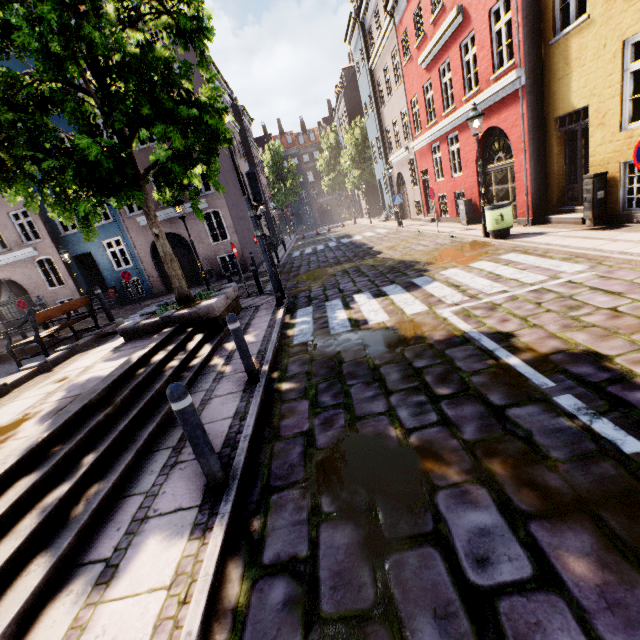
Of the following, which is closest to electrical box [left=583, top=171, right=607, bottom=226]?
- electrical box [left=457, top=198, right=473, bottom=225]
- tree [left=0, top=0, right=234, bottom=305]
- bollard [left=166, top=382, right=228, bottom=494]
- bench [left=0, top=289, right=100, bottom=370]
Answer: electrical box [left=457, top=198, right=473, bottom=225]

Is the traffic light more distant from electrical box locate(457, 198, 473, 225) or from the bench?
electrical box locate(457, 198, 473, 225)

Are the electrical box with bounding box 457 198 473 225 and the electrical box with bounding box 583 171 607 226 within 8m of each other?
yes

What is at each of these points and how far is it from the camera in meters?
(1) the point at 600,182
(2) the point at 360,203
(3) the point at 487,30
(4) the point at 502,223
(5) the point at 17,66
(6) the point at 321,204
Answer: (1) electrical box, 7.9 m
(2) building, 43.2 m
(3) building, 10.1 m
(4) trash bin, 9.5 m
(5) building, 15.8 m
(6) building, 59.4 m

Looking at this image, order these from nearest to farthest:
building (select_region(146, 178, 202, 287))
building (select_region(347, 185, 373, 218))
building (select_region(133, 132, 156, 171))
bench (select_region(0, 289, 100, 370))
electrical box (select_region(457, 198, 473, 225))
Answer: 1. bench (select_region(0, 289, 100, 370))
2. electrical box (select_region(457, 198, 473, 225))
3. building (select_region(133, 132, 156, 171))
4. building (select_region(146, 178, 202, 287))
5. building (select_region(347, 185, 373, 218))

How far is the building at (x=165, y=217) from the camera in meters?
17.9 m

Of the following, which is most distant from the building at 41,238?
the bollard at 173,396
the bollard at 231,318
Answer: the bollard at 173,396

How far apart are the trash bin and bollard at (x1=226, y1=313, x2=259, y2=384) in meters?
8.6 m
